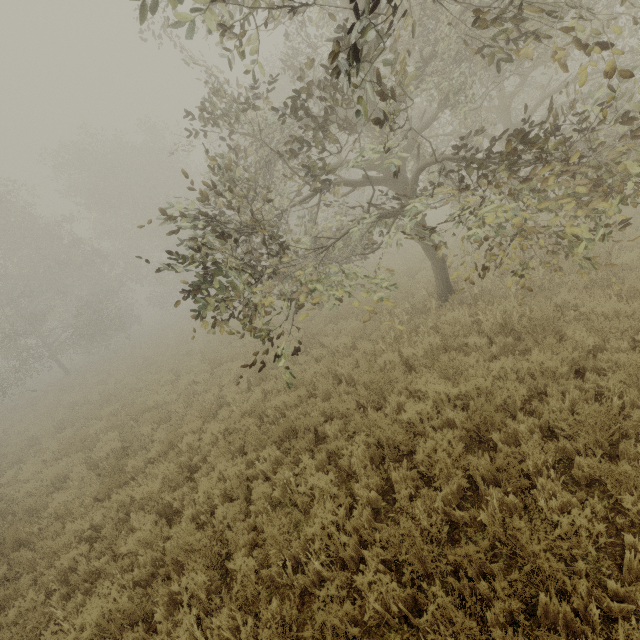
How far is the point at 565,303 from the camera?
7.2 meters
